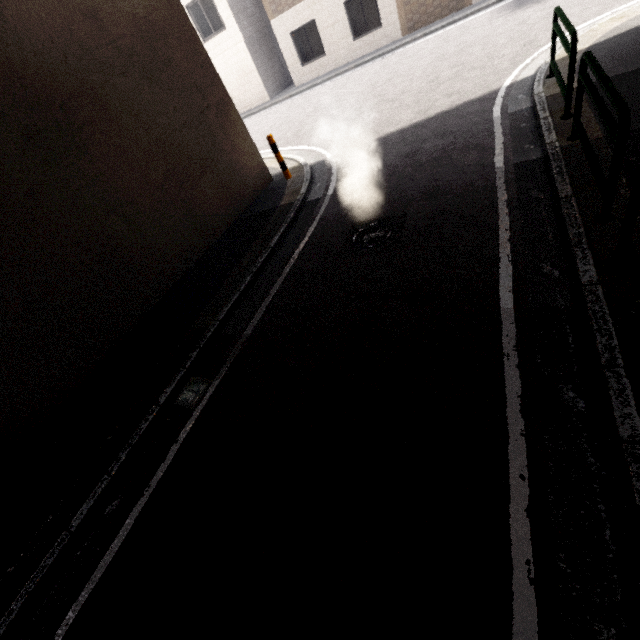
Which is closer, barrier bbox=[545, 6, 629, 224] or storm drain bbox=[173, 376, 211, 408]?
barrier bbox=[545, 6, 629, 224]

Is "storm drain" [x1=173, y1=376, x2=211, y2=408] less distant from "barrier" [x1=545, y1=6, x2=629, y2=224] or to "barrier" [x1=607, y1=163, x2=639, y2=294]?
"barrier" [x1=607, y1=163, x2=639, y2=294]

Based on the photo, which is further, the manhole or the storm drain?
the manhole

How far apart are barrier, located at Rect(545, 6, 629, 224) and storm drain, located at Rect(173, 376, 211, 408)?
5.0 meters

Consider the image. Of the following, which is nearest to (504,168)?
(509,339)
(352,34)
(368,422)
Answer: (509,339)

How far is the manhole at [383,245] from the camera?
4.9m

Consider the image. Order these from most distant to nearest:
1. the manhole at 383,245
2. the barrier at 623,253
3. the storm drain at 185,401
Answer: the manhole at 383,245, the storm drain at 185,401, the barrier at 623,253

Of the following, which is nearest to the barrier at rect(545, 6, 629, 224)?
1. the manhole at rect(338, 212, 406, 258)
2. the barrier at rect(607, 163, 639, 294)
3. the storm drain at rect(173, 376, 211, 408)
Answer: the barrier at rect(607, 163, 639, 294)
